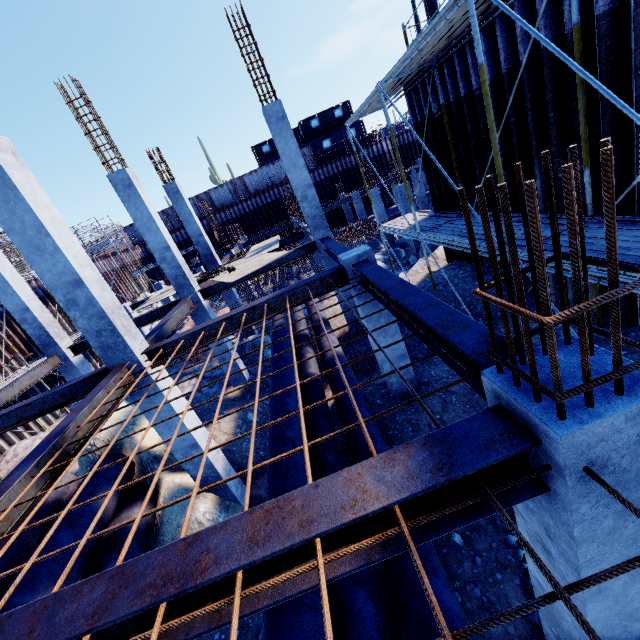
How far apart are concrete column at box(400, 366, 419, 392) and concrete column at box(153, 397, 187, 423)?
4.3 meters

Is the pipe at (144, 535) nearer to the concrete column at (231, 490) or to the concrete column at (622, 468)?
the concrete column at (231, 490)

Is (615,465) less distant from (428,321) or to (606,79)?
(428,321)

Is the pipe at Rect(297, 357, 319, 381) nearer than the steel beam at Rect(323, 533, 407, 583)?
No

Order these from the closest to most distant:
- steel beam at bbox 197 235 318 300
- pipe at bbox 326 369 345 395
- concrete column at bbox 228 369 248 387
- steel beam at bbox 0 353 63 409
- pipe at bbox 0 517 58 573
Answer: pipe at bbox 0 517 58 573 < pipe at bbox 326 369 345 395 < steel beam at bbox 0 353 63 409 < steel beam at bbox 197 235 318 300 < concrete column at bbox 228 369 248 387

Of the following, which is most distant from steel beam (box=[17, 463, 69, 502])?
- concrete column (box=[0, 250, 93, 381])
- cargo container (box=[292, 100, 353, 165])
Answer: cargo container (box=[292, 100, 353, 165])

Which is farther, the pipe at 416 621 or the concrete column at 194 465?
the concrete column at 194 465

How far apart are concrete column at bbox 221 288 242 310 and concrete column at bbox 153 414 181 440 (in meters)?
9.35
